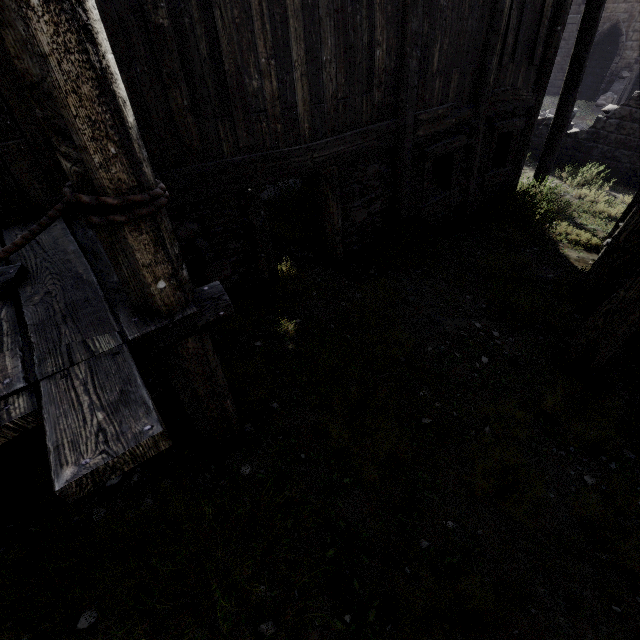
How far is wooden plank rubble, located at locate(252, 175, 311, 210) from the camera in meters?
7.4

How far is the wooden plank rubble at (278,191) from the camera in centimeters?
743cm

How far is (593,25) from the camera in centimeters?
779cm

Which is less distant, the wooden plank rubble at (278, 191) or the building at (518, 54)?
the building at (518, 54)

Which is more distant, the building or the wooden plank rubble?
the wooden plank rubble
